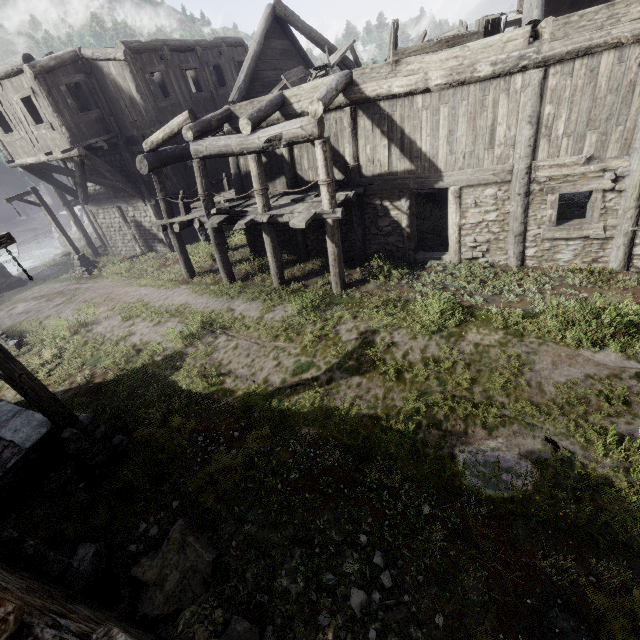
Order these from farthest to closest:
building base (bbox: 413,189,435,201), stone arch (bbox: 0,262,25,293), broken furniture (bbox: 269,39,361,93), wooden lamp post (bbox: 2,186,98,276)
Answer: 1. stone arch (bbox: 0,262,25,293)
2. building base (bbox: 413,189,435,201)
3. wooden lamp post (bbox: 2,186,98,276)
4. broken furniture (bbox: 269,39,361,93)

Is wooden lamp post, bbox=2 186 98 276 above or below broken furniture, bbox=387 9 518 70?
below

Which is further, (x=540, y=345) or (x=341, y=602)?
(x=540, y=345)

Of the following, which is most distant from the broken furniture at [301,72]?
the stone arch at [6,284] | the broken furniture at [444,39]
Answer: the stone arch at [6,284]

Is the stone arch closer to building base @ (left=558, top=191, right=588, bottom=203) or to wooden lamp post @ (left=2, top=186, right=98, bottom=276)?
wooden lamp post @ (left=2, top=186, right=98, bottom=276)

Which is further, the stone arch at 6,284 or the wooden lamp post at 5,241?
the stone arch at 6,284

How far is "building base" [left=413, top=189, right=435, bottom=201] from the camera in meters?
16.6
